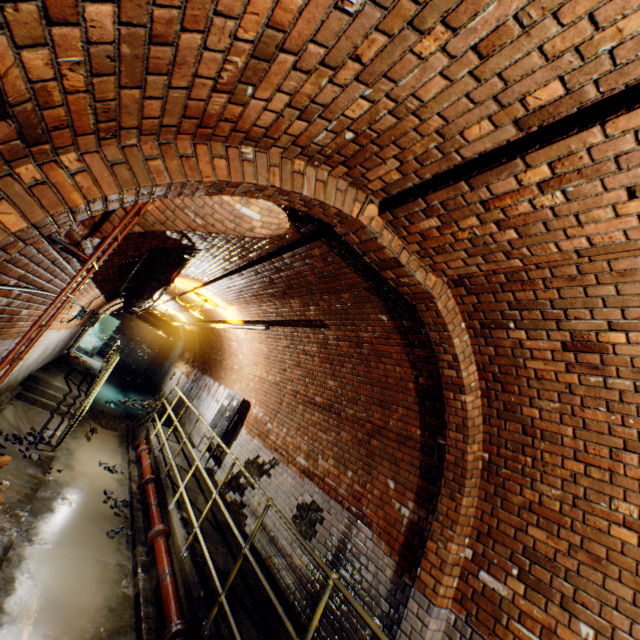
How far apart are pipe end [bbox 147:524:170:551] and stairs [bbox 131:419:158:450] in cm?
487

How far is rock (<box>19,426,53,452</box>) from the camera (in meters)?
6.27

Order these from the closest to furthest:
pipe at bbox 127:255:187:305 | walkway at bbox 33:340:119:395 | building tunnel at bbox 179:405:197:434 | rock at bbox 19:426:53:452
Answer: pipe at bbox 127:255:187:305, rock at bbox 19:426:53:452, walkway at bbox 33:340:119:395, building tunnel at bbox 179:405:197:434

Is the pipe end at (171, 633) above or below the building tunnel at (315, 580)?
below

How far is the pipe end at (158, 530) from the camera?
5.1m

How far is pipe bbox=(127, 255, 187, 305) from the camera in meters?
4.8 m

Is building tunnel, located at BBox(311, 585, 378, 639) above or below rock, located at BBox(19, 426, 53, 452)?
above

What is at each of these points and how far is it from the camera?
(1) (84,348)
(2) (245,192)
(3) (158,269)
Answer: (1) door, 15.12m
(2) wall archway, 2.15m
(3) pipe, 4.77m
